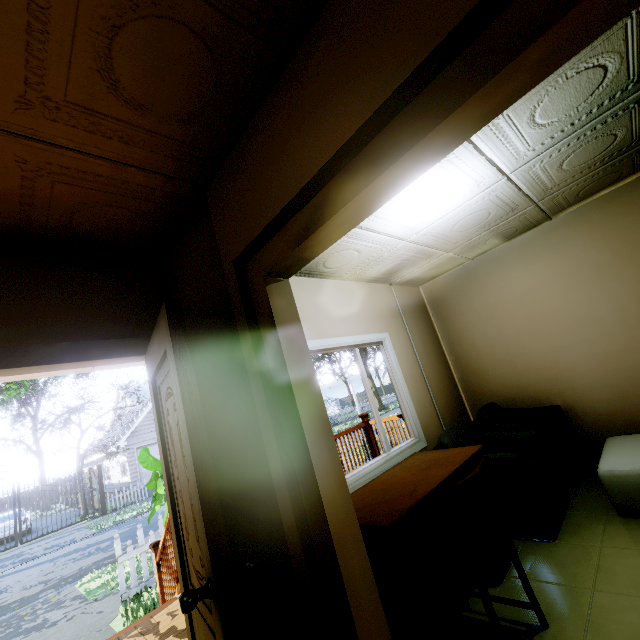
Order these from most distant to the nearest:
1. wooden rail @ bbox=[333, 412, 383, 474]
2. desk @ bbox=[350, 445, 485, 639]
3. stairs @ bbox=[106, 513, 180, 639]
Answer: wooden rail @ bbox=[333, 412, 383, 474] < stairs @ bbox=[106, 513, 180, 639] < desk @ bbox=[350, 445, 485, 639]

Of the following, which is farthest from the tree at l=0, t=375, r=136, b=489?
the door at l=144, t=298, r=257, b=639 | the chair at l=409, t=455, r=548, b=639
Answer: the chair at l=409, t=455, r=548, b=639

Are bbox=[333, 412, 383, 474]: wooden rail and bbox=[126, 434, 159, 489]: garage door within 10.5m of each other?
no

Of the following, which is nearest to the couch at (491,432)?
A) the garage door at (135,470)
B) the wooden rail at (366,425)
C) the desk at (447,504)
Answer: the desk at (447,504)

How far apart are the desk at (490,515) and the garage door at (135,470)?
23.2 meters

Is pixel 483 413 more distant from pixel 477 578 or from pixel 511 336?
pixel 477 578

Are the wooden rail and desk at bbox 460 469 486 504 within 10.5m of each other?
yes

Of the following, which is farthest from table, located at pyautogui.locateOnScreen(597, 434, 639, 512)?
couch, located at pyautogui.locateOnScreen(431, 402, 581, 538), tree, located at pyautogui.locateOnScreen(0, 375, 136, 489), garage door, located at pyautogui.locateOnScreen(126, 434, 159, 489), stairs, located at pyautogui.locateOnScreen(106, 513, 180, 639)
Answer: tree, located at pyautogui.locateOnScreen(0, 375, 136, 489)
